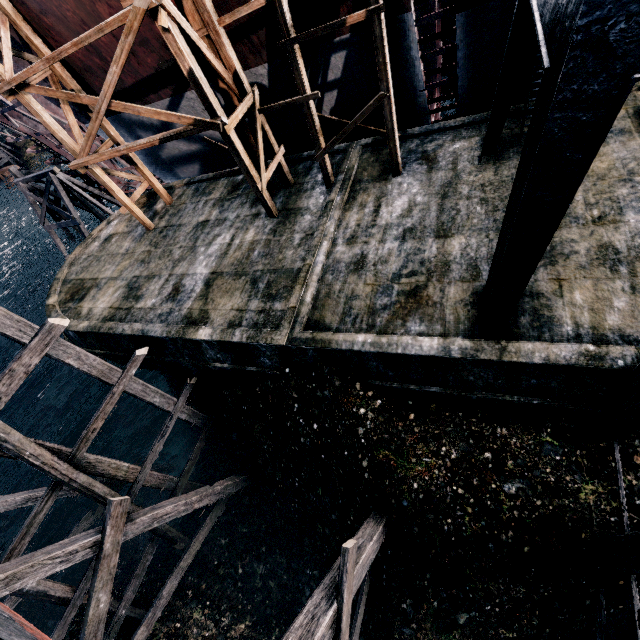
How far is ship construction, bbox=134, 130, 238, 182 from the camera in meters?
18.5 m

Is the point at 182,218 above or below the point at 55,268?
above

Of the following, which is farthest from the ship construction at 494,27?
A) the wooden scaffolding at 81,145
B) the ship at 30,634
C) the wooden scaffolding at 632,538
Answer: the ship at 30,634

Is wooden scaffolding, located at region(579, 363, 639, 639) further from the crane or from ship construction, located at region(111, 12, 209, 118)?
ship construction, located at region(111, 12, 209, 118)

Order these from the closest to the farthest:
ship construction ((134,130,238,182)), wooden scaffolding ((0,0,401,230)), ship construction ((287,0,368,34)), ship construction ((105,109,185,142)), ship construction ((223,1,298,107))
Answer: wooden scaffolding ((0,0,401,230)) < ship construction ((287,0,368,34)) < ship construction ((223,1,298,107)) < ship construction ((105,109,185,142)) < ship construction ((134,130,238,182))

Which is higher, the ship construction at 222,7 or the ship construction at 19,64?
the ship construction at 19,64

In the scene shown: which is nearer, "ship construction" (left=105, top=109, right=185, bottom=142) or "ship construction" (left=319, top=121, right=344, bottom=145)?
"ship construction" (left=319, top=121, right=344, bottom=145)
